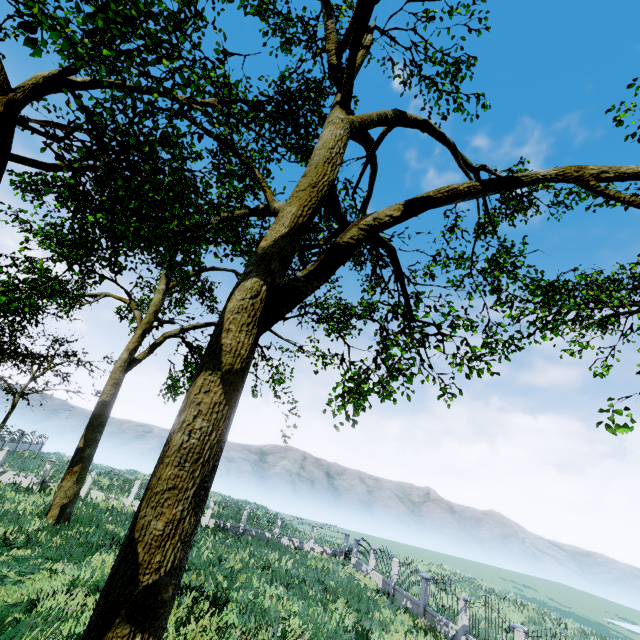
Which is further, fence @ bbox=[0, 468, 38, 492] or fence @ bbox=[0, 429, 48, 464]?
fence @ bbox=[0, 429, 48, 464]

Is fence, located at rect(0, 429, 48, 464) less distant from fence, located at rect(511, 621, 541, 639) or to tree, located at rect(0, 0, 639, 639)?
tree, located at rect(0, 0, 639, 639)

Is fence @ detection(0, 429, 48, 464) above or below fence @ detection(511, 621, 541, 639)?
below

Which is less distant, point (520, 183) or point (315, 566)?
point (520, 183)

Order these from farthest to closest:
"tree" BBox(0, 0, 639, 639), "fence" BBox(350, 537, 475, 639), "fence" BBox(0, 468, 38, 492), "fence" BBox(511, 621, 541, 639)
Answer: "fence" BBox(0, 468, 38, 492), "fence" BBox(350, 537, 475, 639), "fence" BBox(511, 621, 541, 639), "tree" BBox(0, 0, 639, 639)

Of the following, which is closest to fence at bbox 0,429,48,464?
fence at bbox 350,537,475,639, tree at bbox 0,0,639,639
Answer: tree at bbox 0,0,639,639

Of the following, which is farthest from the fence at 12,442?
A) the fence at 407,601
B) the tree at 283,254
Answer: the fence at 407,601
